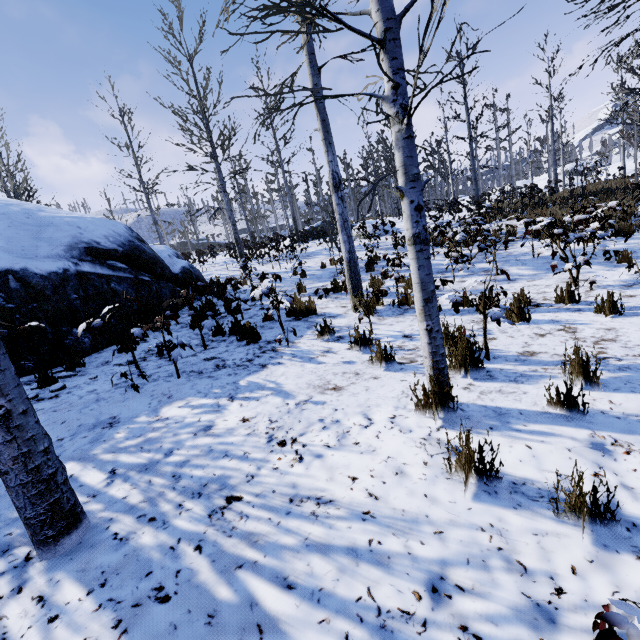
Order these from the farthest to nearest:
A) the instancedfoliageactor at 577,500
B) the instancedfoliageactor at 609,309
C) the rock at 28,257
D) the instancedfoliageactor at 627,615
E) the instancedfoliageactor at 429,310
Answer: the rock at 28,257, the instancedfoliageactor at 609,309, the instancedfoliageactor at 429,310, the instancedfoliageactor at 577,500, the instancedfoliageactor at 627,615

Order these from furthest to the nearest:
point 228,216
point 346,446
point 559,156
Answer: point 559,156 < point 228,216 < point 346,446

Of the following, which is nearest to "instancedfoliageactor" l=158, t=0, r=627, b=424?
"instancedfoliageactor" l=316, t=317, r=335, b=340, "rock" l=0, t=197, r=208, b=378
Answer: "rock" l=0, t=197, r=208, b=378

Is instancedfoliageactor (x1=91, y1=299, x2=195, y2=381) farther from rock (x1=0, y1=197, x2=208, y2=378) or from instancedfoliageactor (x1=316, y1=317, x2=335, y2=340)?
instancedfoliageactor (x1=316, y1=317, x2=335, y2=340)

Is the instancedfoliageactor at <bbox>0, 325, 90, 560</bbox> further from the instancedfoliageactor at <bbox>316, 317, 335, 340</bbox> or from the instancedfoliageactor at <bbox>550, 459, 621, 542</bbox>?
the instancedfoliageactor at <bbox>316, 317, 335, 340</bbox>

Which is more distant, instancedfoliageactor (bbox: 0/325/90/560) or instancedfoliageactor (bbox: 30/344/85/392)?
instancedfoliageactor (bbox: 30/344/85/392)

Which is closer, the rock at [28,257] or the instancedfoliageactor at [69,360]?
the instancedfoliageactor at [69,360]
